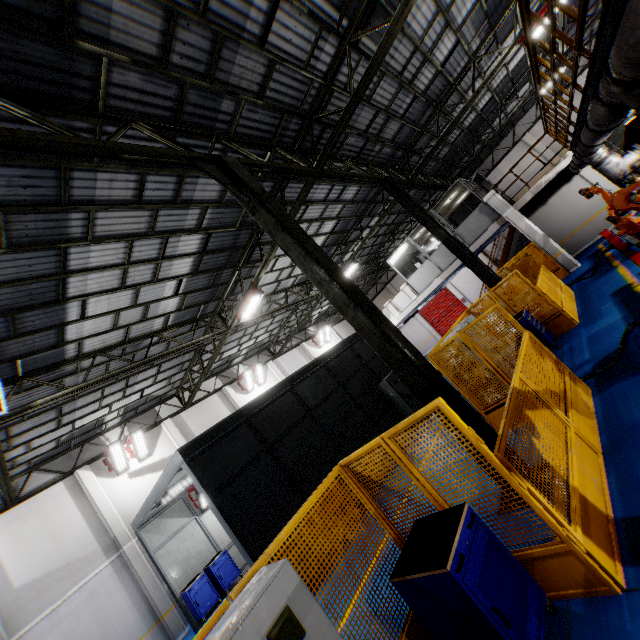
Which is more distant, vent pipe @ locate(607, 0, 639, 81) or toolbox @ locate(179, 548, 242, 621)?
toolbox @ locate(179, 548, 242, 621)

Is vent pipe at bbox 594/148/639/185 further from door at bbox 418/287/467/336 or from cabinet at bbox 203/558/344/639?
door at bbox 418/287/467/336

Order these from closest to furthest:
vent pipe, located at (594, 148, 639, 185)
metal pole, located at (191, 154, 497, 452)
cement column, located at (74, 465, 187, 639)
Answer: metal pole, located at (191, 154, 497, 452) → vent pipe, located at (594, 148, 639, 185) → cement column, located at (74, 465, 187, 639)

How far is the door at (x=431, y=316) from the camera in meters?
30.4

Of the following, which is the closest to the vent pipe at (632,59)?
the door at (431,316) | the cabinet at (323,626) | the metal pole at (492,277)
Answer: the metal pole at (492,277)

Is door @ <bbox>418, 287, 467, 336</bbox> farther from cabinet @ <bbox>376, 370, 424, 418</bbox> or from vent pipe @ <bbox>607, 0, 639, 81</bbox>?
cabinet @ <bbox>376, 370, 424, 418</bbox>

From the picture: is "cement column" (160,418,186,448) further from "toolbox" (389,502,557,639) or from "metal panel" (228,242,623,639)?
"toolbox" (389,502,557,639)

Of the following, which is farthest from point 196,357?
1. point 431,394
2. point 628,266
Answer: point 628,266
